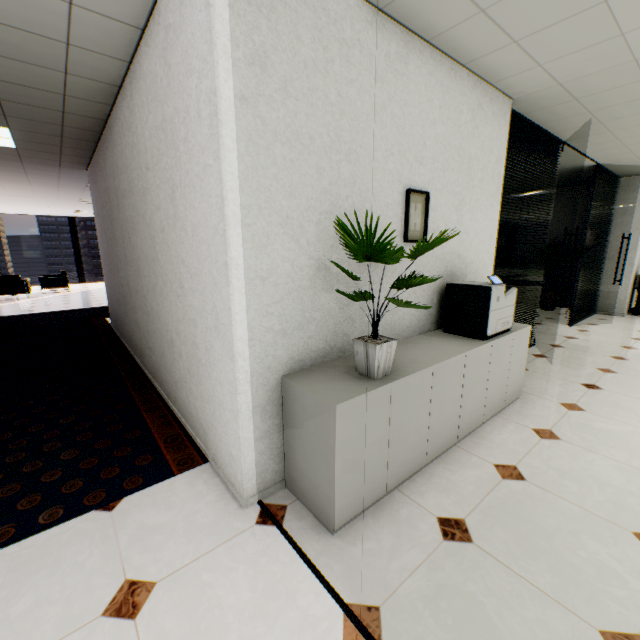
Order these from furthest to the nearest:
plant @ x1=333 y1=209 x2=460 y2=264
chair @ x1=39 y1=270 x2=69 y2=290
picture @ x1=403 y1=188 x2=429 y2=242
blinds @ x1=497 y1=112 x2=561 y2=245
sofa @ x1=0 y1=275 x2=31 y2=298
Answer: chair @ x1=39 y1=270 x2=69 y2=290, sofa @ x1=0 y1=275 x2=31 y2=298, blinds @ x1=497 y1=112 x2=561 y2=245, picture @ x1=403 y1=188 x2=429 y2=242, plant @ x1=333 y1=209 x2=460 y2=264

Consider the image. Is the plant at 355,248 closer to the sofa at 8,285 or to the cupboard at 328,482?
the cupboard at 328,482

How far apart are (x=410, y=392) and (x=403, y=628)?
1.10m

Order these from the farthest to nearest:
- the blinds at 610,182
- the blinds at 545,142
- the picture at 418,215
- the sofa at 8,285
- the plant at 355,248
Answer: the sofa at 8,285 < the blinds at 610,182 < the blinds at 545,142 < the picture at 418,215 < the plant at 355,248

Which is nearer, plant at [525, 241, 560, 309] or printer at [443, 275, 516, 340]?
printer at [443, 275, 516, 340]

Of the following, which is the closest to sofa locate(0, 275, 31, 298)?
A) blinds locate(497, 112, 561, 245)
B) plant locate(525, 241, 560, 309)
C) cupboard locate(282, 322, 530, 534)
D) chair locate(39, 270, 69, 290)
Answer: chair locate(39, 270, 69, 290)

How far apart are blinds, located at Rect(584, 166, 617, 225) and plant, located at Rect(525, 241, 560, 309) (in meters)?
1.38

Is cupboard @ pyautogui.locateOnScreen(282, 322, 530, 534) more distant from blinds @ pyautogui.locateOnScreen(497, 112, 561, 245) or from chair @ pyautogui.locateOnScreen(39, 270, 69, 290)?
chair @ pyautogui.locateOnScreen(39, 270, 69, 290)
